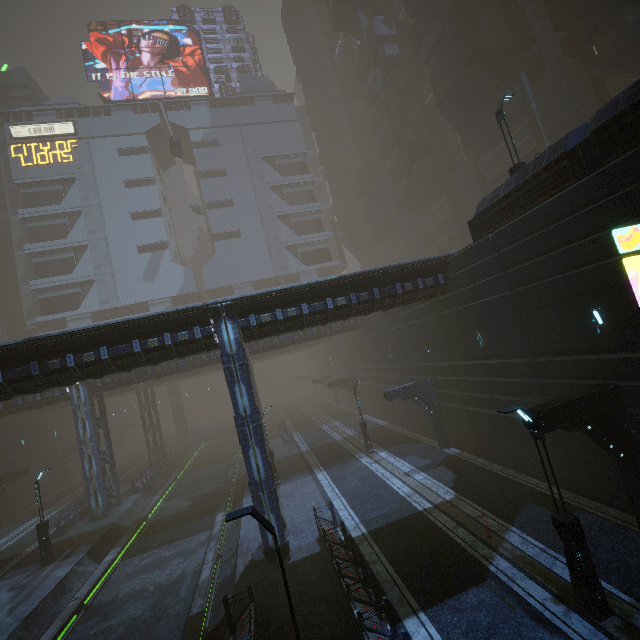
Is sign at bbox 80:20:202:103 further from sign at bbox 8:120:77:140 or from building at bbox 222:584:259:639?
sign at bbox 8:120:77:140

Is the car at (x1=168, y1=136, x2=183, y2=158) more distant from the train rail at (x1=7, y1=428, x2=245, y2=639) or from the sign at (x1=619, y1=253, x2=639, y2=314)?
the train rail at (x1=7, y1=428, x2=245, y2=639)

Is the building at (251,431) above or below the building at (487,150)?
below

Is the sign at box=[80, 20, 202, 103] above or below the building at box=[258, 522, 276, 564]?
above

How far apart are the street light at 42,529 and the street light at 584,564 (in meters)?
27.14

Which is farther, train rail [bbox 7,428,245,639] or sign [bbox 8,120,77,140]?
sign [bbox 8,120,77,140]

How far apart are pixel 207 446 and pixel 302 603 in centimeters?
4444cm

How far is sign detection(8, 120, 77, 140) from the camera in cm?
5259
